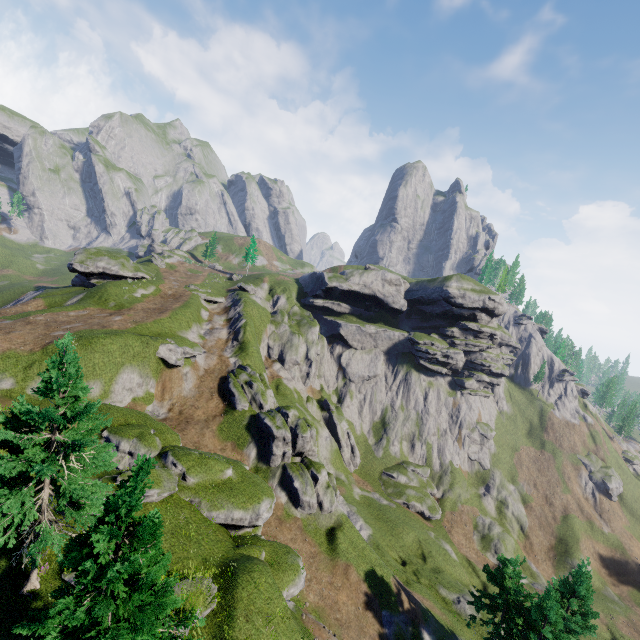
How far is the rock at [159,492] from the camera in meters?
21.2

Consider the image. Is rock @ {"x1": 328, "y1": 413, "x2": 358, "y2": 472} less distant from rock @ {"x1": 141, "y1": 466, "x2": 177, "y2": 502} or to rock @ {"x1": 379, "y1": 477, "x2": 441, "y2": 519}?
rock @ {"x1": 379, "y1": 477, "x2": 441, "y2": 519}

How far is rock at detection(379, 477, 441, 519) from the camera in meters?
55.4

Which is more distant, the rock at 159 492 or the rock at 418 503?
the rock at 418 503

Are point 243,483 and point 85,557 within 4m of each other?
no

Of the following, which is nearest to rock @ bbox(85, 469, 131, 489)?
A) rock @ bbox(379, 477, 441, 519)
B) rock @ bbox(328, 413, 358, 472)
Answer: rock @ bbox(328, 413, 358, 472)

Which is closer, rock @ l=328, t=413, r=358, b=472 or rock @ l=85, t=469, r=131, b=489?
rock @ l=85, t=469, r=131, b=489
